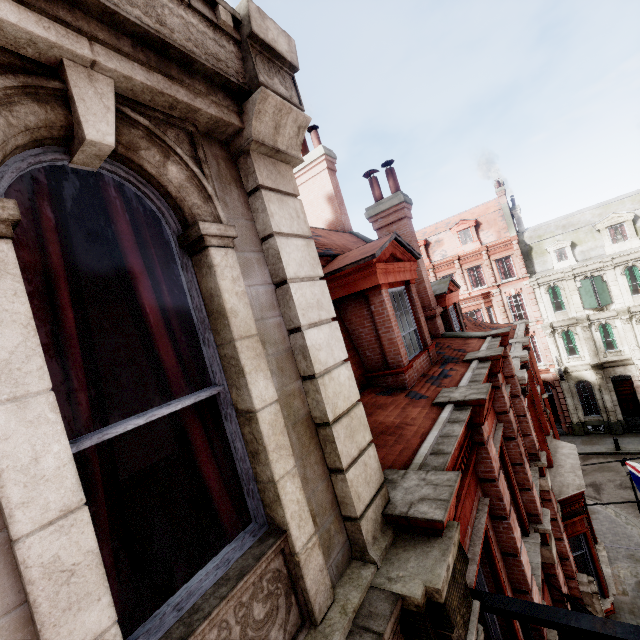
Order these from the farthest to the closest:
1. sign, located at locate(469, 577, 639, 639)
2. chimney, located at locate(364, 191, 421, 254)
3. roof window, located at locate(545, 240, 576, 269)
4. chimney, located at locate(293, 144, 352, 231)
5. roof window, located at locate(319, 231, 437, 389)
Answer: roof window, located at locate(545, 240, 576, 269), chimney, located at locate(293, 144, 352, 231), chimney, located at locate(364, 191, 421, 254), roof window, located at locate(319, 231, 437, 389), sign, located at locate(469, 577, 639, 639)

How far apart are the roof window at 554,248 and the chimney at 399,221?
24.6 meters

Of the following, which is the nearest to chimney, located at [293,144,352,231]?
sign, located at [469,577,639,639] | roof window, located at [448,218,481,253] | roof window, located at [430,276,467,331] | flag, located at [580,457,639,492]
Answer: roof window, located at [430,276,467,331]

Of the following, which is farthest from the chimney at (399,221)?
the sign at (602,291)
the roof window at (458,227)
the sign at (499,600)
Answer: the roof window at (458,227)

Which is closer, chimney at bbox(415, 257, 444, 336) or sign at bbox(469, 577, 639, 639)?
sign at bbox(469, 577, 639, 639)

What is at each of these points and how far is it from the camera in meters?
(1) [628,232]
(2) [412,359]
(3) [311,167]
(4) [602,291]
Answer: (1) roof window, 25.2
(2) roof window, 6.2
(3) chimney, 11.0
(4) sign, 25.3

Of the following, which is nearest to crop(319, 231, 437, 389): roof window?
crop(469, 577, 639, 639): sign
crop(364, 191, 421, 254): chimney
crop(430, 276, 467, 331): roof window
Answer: crop(364, 191, 421, 254): chimney

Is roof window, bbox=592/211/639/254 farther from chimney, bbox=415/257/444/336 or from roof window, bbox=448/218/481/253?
chimney, bbox=415/257/444/336
